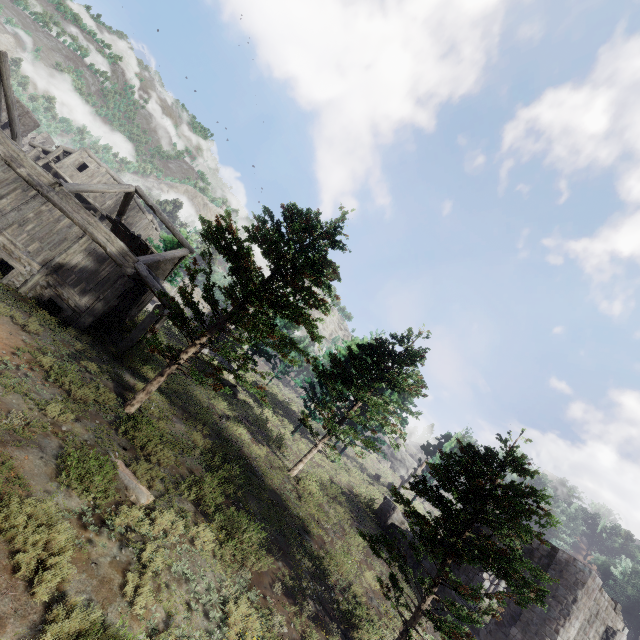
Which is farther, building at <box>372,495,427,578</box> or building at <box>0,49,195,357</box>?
building at <box>372,495,427,578</box>

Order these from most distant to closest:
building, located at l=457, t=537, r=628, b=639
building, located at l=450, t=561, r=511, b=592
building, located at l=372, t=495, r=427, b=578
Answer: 1. building, located at l=372, t=495, r=427, b=578
2. building, located at l=450, t=561, r=511, b=592
3. building, located at l=457, t=537, r=628, b=639

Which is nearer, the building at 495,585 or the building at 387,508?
the building at 495,585

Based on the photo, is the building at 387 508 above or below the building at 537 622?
below

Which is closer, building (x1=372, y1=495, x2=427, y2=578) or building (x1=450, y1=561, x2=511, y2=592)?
building (x1=450, y1=561, x2=511, y2=592)

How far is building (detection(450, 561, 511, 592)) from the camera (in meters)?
16.30

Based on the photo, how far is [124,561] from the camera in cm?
630
